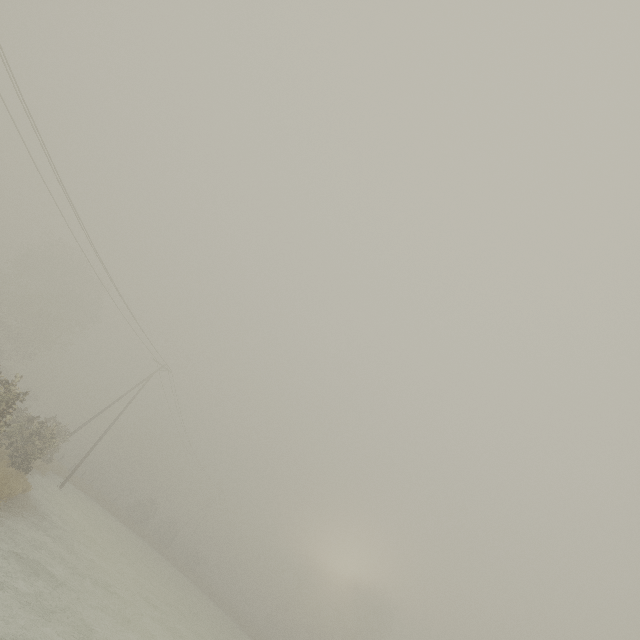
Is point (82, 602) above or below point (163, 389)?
below
